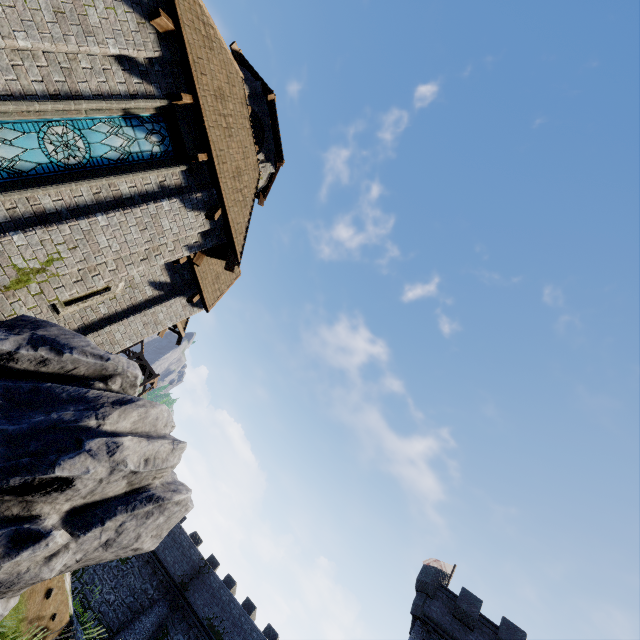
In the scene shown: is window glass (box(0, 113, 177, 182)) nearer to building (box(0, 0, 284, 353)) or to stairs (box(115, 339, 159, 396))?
building (box(0, 0, 284, 353))

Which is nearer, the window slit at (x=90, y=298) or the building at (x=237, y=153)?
the building at (x=237, y=153)

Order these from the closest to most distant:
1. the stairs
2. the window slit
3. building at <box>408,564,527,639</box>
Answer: the window slit < building at <box>408,564,527,639</box> < the stairs

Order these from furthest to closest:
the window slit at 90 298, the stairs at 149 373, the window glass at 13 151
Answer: the stairs at 149 373 → the window slit at 90 298 → the window glass at 13 151

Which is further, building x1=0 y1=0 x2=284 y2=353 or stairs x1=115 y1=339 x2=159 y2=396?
stairs x1=115 y1=339 x2=159 y2=396

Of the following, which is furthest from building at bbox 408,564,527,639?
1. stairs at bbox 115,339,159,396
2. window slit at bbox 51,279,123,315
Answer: stairs at bbox 115,339,159,396

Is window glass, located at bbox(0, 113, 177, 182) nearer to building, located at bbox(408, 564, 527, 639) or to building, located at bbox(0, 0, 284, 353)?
building, located at bbox(0, 0, 284, 353)

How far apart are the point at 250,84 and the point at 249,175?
5.2m
